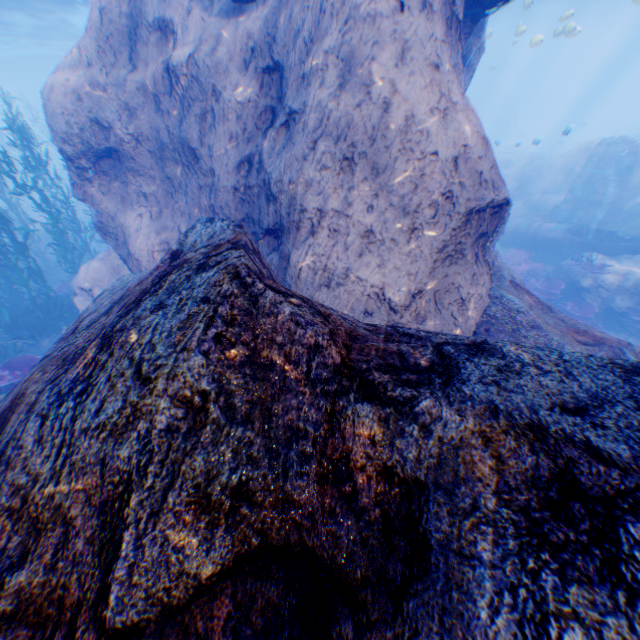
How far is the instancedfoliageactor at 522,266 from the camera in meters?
12.0 m

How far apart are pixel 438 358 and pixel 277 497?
1.28m

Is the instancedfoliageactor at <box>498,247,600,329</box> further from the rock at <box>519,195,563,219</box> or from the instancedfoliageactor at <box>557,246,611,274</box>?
the instancedfoliageactor at <box>557,246,611,274</box>

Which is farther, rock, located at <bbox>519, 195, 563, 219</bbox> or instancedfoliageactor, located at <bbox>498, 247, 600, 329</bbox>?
rock, located at <bbox>519, 195, 563, 219</bbox>

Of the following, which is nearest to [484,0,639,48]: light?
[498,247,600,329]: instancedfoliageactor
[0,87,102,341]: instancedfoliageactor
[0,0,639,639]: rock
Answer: [0,0,639,639]: rock

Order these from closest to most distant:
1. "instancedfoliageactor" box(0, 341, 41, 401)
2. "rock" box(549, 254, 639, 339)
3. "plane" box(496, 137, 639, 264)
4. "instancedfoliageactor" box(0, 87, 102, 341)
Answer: "instancedfoliageactor" box(0, 341, 41, 401) → "instancedfoliageactor" box(0, 87, 102, 341) → "rock" box(549, 254, 639, 339) → "plane" box(496, 137, 639, 264)

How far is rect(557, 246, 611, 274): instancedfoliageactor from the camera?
12.0 meters

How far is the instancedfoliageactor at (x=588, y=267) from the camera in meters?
12.0
